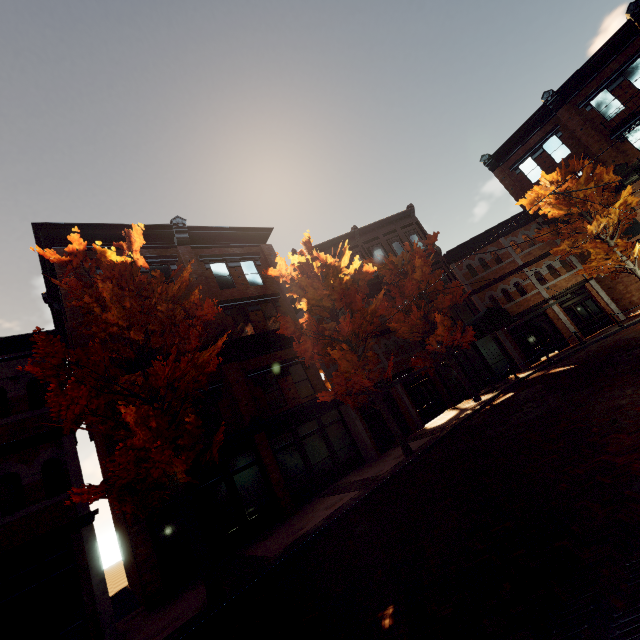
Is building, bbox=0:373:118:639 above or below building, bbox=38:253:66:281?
below

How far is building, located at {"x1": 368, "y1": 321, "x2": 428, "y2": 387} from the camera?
19.23m

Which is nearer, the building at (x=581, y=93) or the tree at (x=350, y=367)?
the tree at (x=350, y=367)

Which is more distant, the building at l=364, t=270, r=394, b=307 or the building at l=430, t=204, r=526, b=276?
the building at l=430, t=204, r=526, b=276

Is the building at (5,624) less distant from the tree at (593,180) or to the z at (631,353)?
the tree at (593,180)

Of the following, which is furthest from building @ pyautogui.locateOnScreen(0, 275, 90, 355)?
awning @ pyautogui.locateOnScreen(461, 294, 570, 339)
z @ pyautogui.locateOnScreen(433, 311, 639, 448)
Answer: z @ pyautogui.locateOnScreen(433, 311, 639, 448)

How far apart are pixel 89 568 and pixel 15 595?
1.62m
